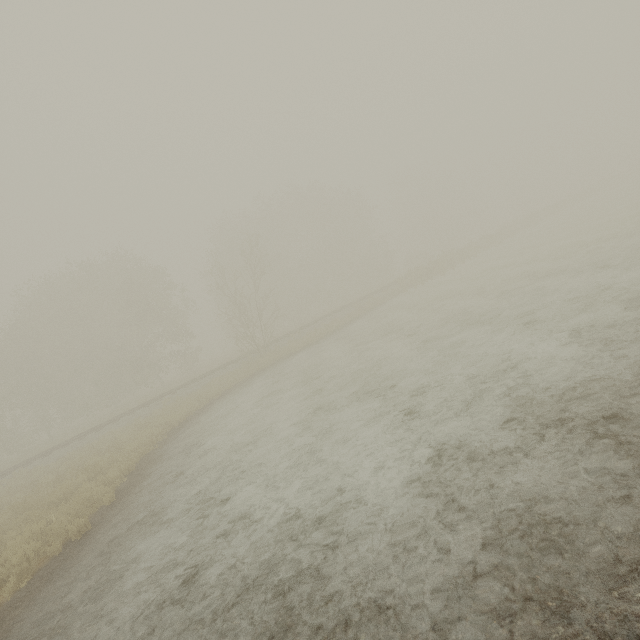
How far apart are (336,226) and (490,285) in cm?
3202
